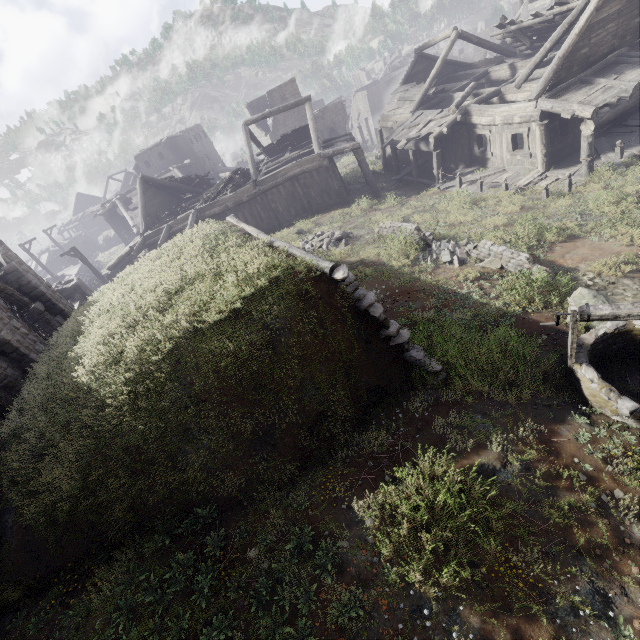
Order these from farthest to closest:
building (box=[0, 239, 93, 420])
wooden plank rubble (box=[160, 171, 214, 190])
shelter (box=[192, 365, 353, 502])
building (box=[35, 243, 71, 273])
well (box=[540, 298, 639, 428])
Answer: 1. building (box=[35, 243, 71, 273])
2. wooden plank rubble (box=[160, 171, 214, 190])
3. building (box=[0, 239, 93, 420])
4. shelter (box=[192, 365, 353, 502])
5. well (box=[540, 298, 639, 428])

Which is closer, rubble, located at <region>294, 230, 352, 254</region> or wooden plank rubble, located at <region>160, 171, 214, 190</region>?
rubble, located at <region>294, 230, 352, 254</region>

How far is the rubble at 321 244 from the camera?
14.2 meters

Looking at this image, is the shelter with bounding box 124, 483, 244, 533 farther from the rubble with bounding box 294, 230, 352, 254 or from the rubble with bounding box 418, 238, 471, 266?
the rubble with bounding box 418, 238, 471, 266

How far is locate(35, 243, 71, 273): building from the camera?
46.1 meters

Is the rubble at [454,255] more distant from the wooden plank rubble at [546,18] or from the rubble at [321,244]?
the wooden plank rubble at [546,18]

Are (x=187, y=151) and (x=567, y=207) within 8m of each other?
no

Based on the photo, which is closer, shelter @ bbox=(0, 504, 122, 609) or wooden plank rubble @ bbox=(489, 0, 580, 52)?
shelter @ bbox=(0, 504, 122, 609)
